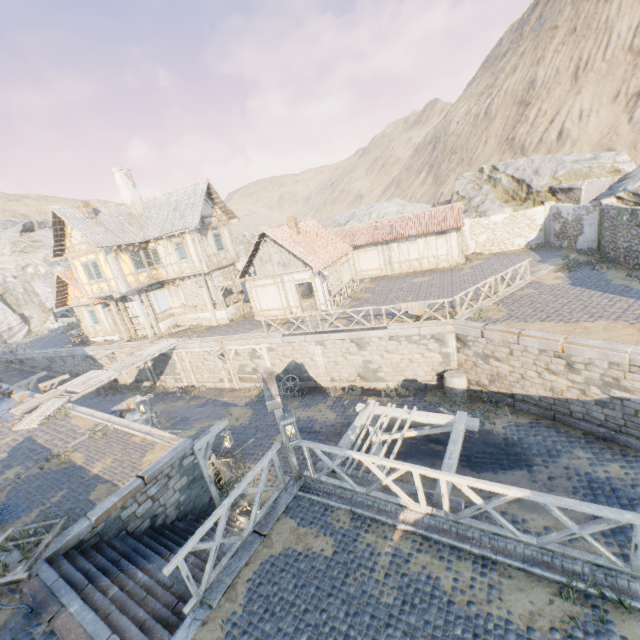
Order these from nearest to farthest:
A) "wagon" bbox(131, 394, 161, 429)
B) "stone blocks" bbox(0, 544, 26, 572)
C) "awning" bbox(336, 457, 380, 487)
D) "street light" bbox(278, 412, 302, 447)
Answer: "street light" bbox(278, 412, 302, 447), "stone blocks" bbox(0, 544, 26, 572), "awning" bbox(336, 457, 380, 487), "wagon" bbox(131, 394, 161, 429)

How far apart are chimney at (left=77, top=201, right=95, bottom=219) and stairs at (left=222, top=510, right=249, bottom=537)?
20.0 meters

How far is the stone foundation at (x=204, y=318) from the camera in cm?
2441

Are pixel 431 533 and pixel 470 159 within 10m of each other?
no

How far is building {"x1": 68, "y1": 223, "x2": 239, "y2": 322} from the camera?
21.6m

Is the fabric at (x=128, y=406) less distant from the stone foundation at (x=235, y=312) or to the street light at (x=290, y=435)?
the stone foundation at (x=235, y=312)

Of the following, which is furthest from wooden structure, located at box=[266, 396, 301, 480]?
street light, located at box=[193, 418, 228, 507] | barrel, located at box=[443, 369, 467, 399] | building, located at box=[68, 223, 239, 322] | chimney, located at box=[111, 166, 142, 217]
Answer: chimney, located at box=[111, 166, 142, 217]

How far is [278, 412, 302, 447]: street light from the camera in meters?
5.8
